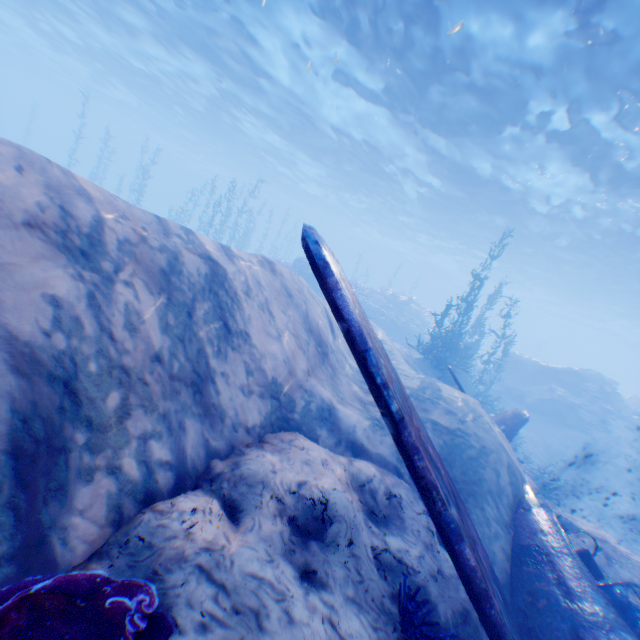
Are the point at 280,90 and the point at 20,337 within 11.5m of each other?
no

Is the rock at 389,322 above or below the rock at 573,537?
above

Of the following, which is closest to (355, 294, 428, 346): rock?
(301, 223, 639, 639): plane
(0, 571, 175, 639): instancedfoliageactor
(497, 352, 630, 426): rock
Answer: (497, 352, 630, 426): rock

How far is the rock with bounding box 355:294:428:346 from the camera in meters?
25.7

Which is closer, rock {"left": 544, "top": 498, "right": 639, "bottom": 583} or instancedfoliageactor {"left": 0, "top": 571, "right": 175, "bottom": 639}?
instancedfoliageactor {"left": 0, "top": 571, "right": 175, "bottom": 639}

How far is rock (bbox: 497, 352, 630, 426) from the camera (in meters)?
19.00

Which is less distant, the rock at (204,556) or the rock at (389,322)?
the rock at (204,556)
